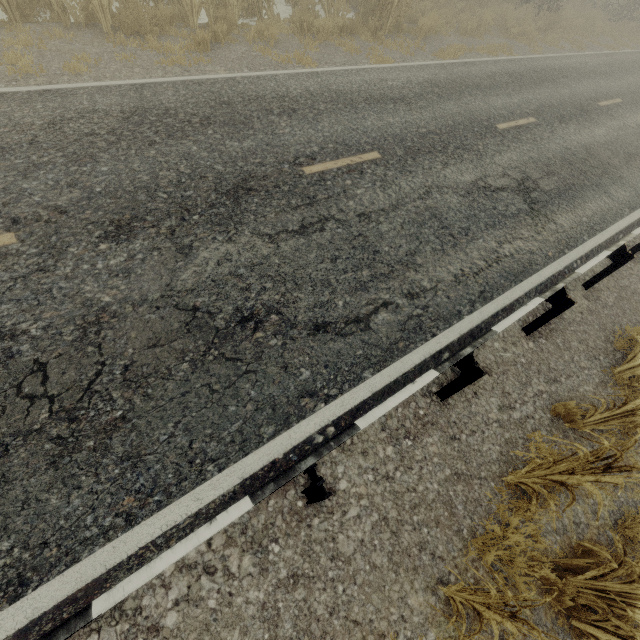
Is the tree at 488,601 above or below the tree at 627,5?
below

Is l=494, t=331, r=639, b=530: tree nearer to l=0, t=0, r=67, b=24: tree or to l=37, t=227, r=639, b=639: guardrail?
l=37, t=227, r=639, b=639: guardrail

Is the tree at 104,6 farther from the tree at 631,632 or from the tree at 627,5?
the tree at 627,5

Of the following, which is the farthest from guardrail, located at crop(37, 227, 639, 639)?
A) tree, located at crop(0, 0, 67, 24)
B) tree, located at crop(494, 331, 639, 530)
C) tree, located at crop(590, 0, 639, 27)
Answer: tree, located at crop(0, 0, 67, 24)

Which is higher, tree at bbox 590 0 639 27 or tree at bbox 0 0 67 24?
tree at bbox 590 0 639 27

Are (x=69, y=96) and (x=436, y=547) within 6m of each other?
no

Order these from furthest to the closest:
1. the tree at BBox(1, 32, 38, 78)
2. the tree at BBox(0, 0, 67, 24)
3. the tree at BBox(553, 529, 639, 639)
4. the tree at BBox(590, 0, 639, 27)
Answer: the tree at BBox(590, 0, 639, 27) < the tree at BBox(0, 0, 67, 24) < the tree at BBox(1, 32, 38, 78) < the tree at BBox(553, 529, 639, 639)
